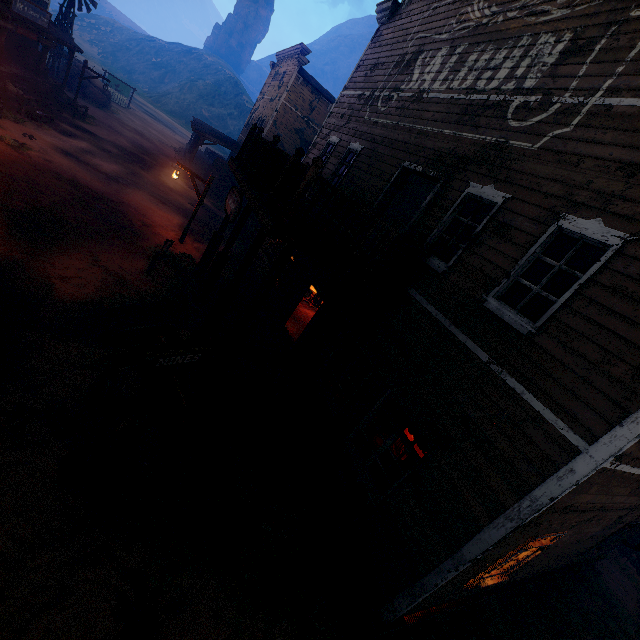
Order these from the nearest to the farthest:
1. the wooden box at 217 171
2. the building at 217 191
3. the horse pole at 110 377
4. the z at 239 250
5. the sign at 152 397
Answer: the sign at 152 397
the horse pole at 110 377
the z at 239 250
the wooden box at 217 171
the building at 217 191

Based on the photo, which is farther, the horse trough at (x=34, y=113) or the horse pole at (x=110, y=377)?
the horse trough at (x=34, y=113)

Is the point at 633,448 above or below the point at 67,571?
above

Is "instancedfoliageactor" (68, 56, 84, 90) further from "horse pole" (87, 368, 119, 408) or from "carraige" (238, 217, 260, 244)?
"horse pole" (87, 368, 119, 408)

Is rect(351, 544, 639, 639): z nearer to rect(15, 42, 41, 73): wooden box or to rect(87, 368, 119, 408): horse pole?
rect(87, 368, 119, 408): horse pole

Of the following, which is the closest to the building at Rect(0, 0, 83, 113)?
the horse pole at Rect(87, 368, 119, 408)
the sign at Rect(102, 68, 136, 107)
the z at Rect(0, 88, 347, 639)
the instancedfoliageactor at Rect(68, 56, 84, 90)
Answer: the z at Rect(0, 88, 347, 639)

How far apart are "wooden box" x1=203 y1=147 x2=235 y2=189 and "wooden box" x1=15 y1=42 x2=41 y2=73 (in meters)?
11.45

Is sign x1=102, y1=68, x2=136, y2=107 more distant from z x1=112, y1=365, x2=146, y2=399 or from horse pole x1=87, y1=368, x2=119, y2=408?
horse pole x1=87, y1=368, x2=119, y2=408
